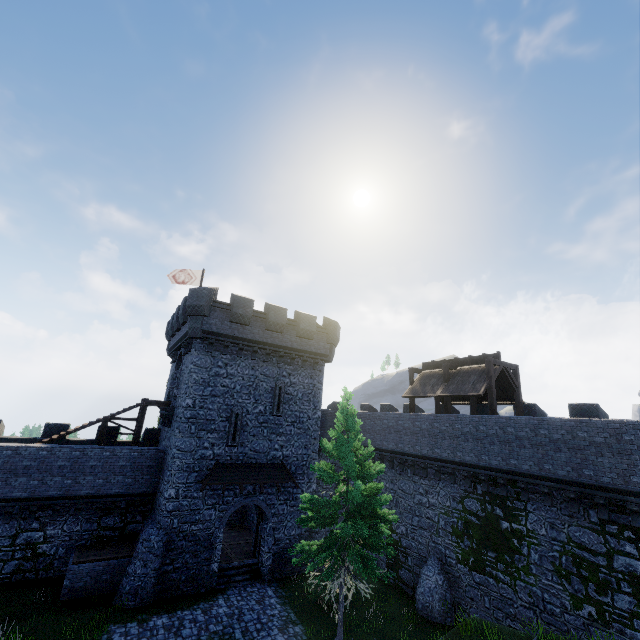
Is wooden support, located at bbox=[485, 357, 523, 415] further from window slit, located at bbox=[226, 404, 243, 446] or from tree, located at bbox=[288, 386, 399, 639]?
window slit, located at bbox=[226, 404, 243, 446]

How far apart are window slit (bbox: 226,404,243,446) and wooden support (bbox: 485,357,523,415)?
14.9m

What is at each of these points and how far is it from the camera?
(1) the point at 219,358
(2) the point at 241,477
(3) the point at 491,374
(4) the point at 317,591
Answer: (1) building, 21.0 meters
(2) awning, 19.7 meters
(3) wooden support, 18.5 meters
(4) bush, 16.8 meters

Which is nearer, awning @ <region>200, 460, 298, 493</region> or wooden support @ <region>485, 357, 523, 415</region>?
wooden support @ <region>485, 357, 523, 415</region>

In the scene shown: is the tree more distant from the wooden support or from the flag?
Result: the flag

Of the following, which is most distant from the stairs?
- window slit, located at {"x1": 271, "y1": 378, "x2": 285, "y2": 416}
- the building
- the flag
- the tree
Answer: the flag

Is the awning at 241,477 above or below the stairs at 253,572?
above

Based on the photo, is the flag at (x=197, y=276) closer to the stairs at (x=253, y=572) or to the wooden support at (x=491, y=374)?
the stairs at (x=253, y=572)
